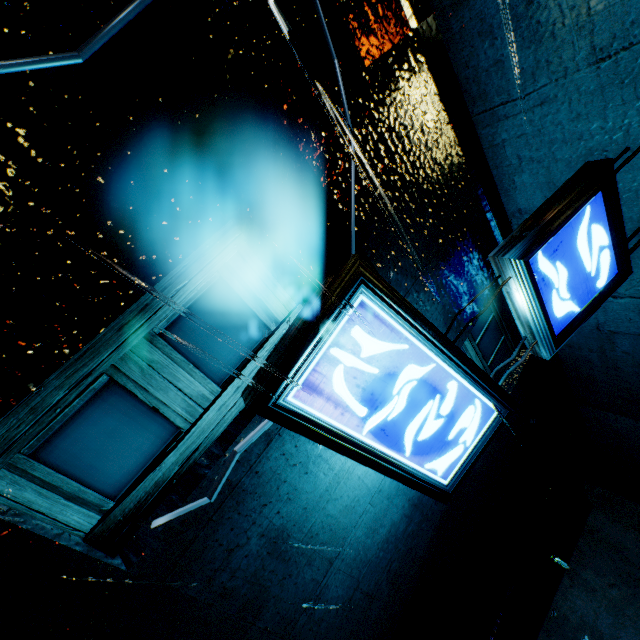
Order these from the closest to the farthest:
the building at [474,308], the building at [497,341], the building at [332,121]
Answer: the building at [332,121] → the building at [474,308] → the building at [497,341]

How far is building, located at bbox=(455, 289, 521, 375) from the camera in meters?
4.4

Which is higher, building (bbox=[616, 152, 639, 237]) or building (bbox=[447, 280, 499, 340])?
building (bbox=[616, 152, 639, 237])

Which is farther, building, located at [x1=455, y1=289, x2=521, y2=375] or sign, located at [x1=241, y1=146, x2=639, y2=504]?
building, located at [x1=455, y1=289, x2=521, y2=375]

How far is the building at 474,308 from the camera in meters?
3.8

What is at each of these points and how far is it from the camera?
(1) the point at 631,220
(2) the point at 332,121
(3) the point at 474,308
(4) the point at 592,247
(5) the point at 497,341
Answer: (1) building, 3.42m
(2) building, 2.66m
(3) building, 4.04m
(4) sign, 2.97m
(5) building, 4.79m
